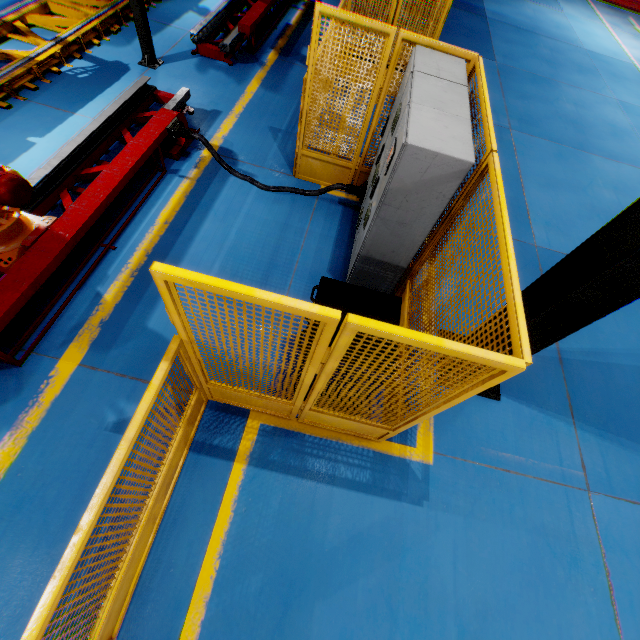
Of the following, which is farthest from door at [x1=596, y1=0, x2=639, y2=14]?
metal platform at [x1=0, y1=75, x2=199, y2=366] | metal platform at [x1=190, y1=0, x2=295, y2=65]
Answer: metal platform at [x1=0, y1=75, x2=199, y2=366]

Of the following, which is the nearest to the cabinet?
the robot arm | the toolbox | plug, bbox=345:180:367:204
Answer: plug, bbox=345:180:367:204

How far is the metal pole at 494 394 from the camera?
4.1m

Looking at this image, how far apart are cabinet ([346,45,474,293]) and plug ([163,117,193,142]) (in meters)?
2.72

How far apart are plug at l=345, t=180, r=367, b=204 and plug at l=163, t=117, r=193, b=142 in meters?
2.5 m

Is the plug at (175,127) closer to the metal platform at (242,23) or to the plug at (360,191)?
the plug at (360,191)

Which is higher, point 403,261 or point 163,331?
point 403,261

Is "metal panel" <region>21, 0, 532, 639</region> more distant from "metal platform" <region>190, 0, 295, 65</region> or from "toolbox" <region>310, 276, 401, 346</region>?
"metal platform" <region>190, 0, 295, 65</region>
